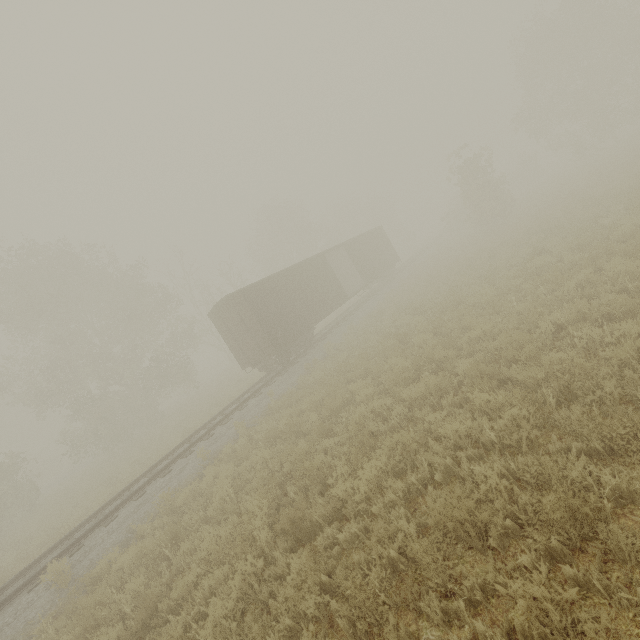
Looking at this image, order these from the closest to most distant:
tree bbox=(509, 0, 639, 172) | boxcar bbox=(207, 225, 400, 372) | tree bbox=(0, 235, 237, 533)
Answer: boxcar bbox=(207, 225, 400, 372) < tree bbox=(0, 235, 237, 533) < tree bbox=(509, 0, 639, 172)

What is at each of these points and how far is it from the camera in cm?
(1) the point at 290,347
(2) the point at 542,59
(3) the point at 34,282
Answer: (1) boxcar, 1753
(2) tree, 3128
(3) tree, 2364

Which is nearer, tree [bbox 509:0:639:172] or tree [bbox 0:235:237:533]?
→ tree [bbox 0:235:237:533]

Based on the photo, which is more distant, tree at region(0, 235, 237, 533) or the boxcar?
tree at region(0, 235, 237, 533)

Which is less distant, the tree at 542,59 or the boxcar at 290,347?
the boxcar at 290,347

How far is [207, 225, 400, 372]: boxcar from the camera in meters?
16.3 m

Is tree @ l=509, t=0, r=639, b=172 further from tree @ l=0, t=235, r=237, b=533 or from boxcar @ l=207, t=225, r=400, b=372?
tree @ l=0, t=235, r=237, b=533

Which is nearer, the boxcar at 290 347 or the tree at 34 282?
the boxcar at 290 347
